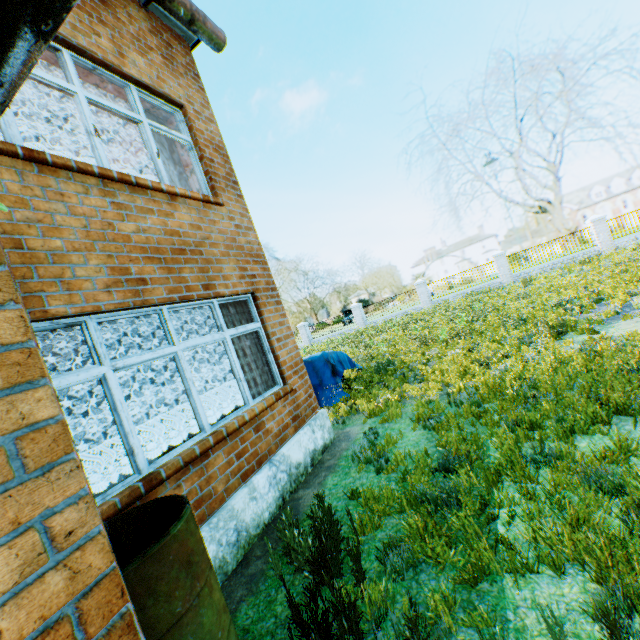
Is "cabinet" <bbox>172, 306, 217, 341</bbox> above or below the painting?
below

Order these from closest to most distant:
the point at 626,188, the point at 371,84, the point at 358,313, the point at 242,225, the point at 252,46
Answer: the point at 242,225
the point at 358,313
the point at 626,188
the point at 252,46
the point at 371,84

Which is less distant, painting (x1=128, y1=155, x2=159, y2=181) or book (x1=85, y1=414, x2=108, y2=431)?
painting (x1=128, y1=155, x2=159, y2=181)

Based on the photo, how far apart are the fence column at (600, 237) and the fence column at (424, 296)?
10.4m

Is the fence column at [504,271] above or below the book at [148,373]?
below

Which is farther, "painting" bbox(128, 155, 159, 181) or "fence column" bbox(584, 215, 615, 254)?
"fence column" bbox(584, 215, 615, 254)

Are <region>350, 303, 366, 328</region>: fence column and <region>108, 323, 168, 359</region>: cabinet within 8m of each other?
no

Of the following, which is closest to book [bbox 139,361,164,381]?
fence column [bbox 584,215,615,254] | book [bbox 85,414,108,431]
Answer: book [bbox 85,414,108,431]
